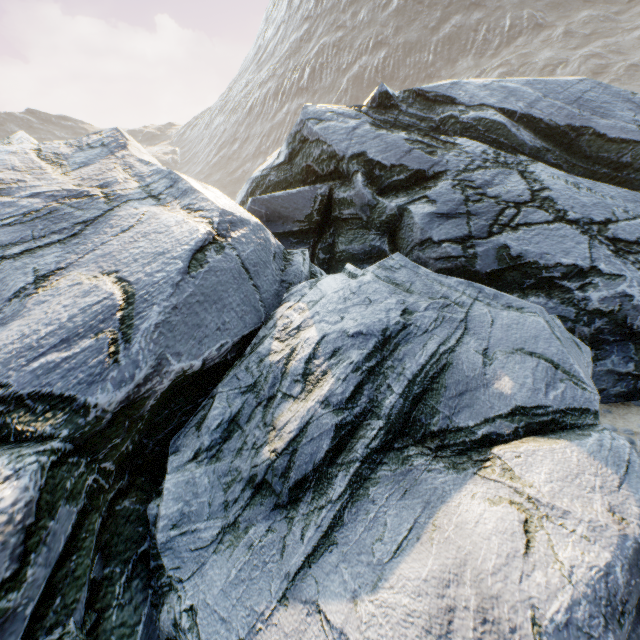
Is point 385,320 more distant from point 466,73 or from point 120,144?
point 466,73
